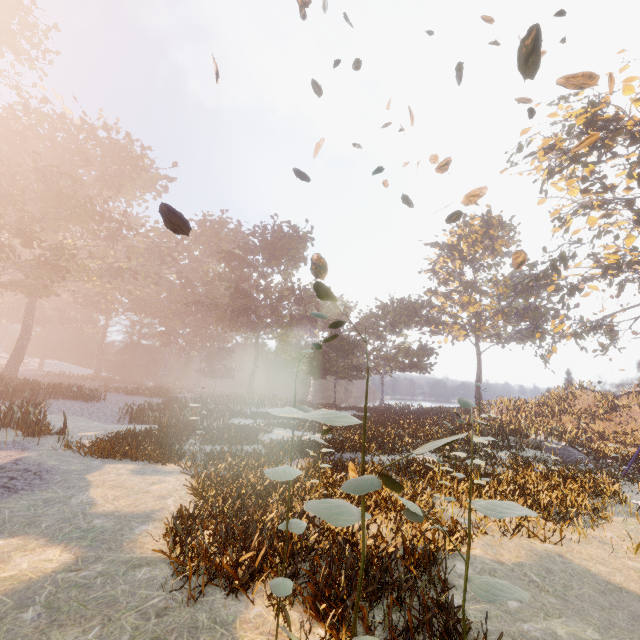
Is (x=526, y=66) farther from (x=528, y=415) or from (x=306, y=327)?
(x=306, y=327)

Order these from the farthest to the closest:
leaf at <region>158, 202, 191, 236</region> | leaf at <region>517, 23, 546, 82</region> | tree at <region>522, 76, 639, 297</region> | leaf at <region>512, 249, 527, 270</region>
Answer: tree at <region>522, 76, 639, 297</region> < leaf at <region>512, 249, 527, 270</region> < leaf at <region>158, 202, 191, 236</region> < leaf at <region>517, 23, 546, 82</region>

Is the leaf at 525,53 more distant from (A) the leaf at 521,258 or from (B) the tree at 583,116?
(B) the tree at 583,116

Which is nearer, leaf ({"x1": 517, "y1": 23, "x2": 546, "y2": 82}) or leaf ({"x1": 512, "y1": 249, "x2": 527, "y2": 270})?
leaf ({"x1": 517, "y1": 23, "x2": 546, "y2": 82})

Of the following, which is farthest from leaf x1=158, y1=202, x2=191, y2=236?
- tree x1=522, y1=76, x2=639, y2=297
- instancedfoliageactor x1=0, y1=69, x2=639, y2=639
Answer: tree x1=522, y1=76, x2=639, y2=297

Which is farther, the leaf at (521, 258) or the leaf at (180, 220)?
the leaf at (521, 258)

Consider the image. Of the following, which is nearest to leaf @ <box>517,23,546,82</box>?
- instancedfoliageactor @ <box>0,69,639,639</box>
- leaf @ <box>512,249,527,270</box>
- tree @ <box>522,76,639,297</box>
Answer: leaf @ <box>512,249,527,270</box>

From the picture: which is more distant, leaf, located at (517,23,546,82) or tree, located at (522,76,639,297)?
tree, located at (522,76,639,297)
